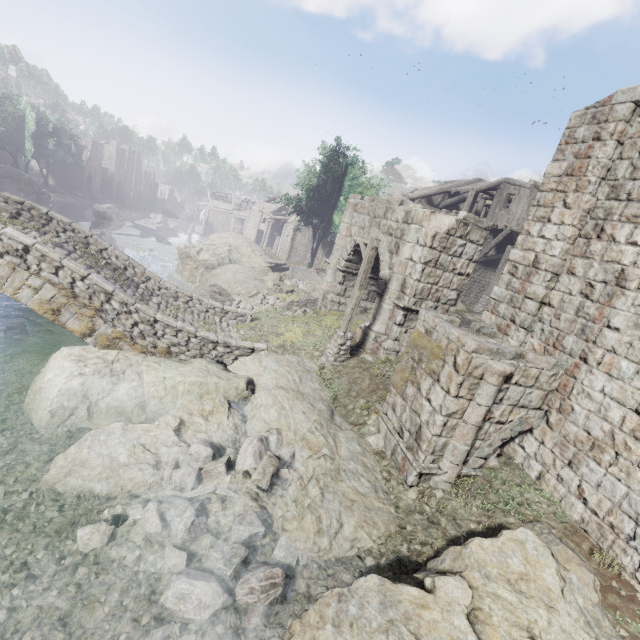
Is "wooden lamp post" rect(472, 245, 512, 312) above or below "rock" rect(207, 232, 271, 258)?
above

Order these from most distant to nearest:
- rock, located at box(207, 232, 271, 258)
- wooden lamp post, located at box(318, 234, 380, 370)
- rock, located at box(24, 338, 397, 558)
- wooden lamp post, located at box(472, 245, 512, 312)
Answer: rock, located at box(207, 232, 271, 258)
wooden lamp post, located at box(472, 245, 512, 312)
wooden lamp post, located at box(318, 234, 380, 370)
rock, located at box(24, 338, 397, 558)

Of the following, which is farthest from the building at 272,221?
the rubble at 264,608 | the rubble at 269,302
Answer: the rubble at 269,302

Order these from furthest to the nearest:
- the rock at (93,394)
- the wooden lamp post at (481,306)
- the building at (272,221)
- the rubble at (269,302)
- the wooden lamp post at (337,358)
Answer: the building at (272,221)
the wooden lamp post at (481,306)
the rubble at (269,302)
the wooden lamp post at (337,358)
the rock at (93,394)

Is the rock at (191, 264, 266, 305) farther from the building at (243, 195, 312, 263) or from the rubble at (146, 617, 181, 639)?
the building at (243, 195, 312, 263)

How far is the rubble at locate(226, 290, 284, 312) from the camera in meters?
18.1

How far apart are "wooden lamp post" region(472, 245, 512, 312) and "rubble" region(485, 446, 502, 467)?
15.96m

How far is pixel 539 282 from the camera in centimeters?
772cm
